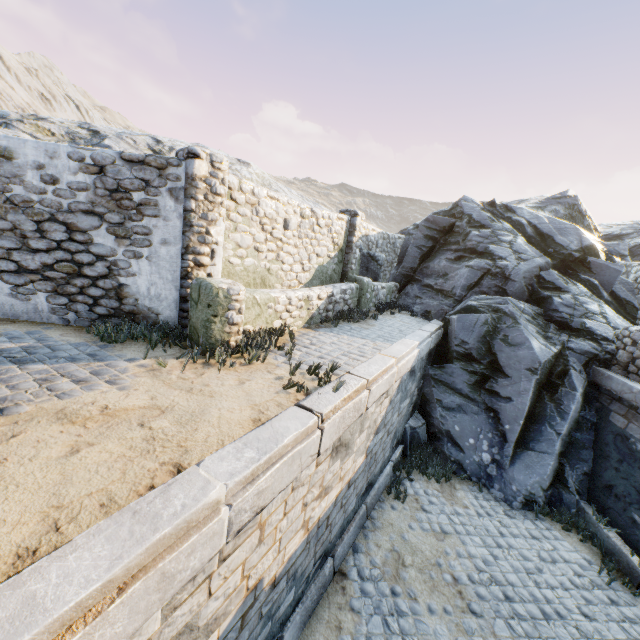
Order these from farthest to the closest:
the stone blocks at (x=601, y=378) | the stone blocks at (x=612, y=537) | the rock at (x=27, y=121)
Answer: the rock at (x=27, y=121), the stone blocks at (x=601, y=378), the stone blocks at (x=612, y=537)

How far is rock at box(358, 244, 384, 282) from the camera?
11.8m

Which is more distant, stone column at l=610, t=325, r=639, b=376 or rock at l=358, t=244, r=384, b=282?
→ rock at l=358, t=244, r=384, b=282

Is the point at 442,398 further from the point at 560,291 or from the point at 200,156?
the point at 200,156

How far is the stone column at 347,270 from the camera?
10.1m

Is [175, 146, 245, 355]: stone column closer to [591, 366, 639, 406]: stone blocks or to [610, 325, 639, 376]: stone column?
[591, 366, 639, 406]: stone blocks

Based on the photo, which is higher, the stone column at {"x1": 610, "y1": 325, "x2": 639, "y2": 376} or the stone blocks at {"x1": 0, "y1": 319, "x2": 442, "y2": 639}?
the stone column at {"x1": 610, "y1": 325, "x2": 639, "y2": 376}

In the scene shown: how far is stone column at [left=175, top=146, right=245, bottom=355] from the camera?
5.1 meters
